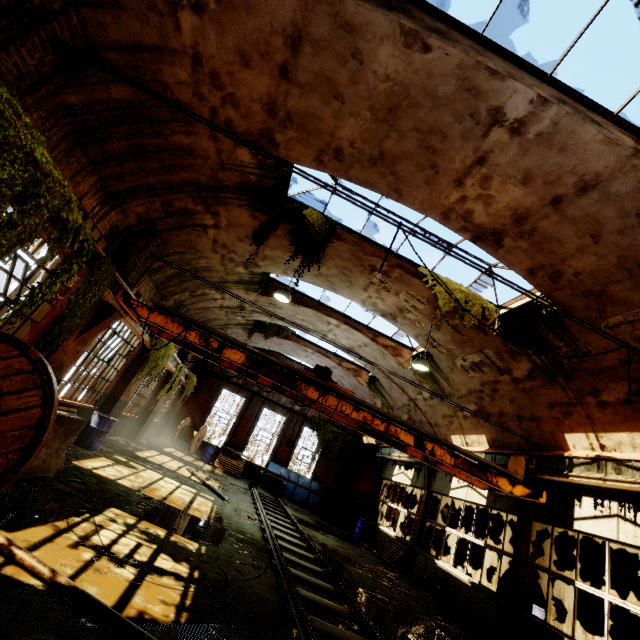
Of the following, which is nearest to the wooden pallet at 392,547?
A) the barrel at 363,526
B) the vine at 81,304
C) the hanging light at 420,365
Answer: the barrel at 363,526

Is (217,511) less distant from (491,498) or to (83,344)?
(83,344)

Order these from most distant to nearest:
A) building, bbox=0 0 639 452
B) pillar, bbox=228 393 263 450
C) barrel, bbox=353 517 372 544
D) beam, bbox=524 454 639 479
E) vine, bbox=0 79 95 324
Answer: pillar, bbox=228 393 263 450 → barrel, bbox=353 517 372 544 → beam, bbox=524 454 639 479 → building, bbox=0 0 639 452 → vine, bbox=0 79 95 324

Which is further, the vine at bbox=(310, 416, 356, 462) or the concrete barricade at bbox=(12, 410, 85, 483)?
the vine at bbox=(310, 416, 356, 462)

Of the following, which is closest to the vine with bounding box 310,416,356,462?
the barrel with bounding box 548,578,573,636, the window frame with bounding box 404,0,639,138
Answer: the window frame with bounding box 404,0,639,138

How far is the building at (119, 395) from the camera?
10.6 meters

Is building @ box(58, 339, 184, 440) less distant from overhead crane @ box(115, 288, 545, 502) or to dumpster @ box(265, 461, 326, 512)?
overhead crane @ box(115, 288, 545, 502)

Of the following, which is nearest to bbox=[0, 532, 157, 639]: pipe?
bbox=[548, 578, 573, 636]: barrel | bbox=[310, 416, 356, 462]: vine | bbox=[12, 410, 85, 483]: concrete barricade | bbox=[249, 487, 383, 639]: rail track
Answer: bbox=[12, 410, 85, 483]: concrete barricade
